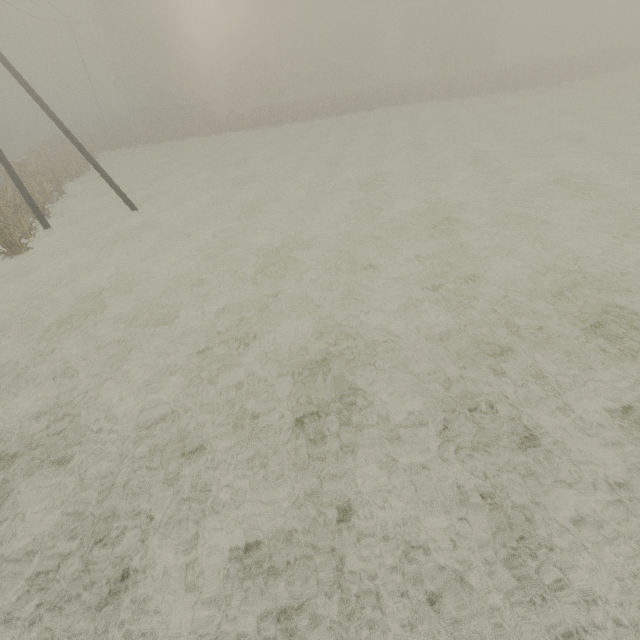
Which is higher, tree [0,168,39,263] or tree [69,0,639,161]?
tree [69,0,639,161]

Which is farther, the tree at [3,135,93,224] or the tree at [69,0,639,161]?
the tree at [69,0,639,161]

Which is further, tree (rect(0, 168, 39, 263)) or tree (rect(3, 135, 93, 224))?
tree (rect(3, 135, 93, 224))

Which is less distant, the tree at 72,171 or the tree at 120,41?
the tree at 72,171

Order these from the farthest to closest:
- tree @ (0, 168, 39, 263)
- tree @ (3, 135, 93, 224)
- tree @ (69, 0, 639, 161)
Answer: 1. tree @ (69, 0, 639, 161)
2. tree @ (3, 135, 93, 224)
3. tree @ (0, 168, 39, 263)

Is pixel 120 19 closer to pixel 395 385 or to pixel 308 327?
pixel 308 327
